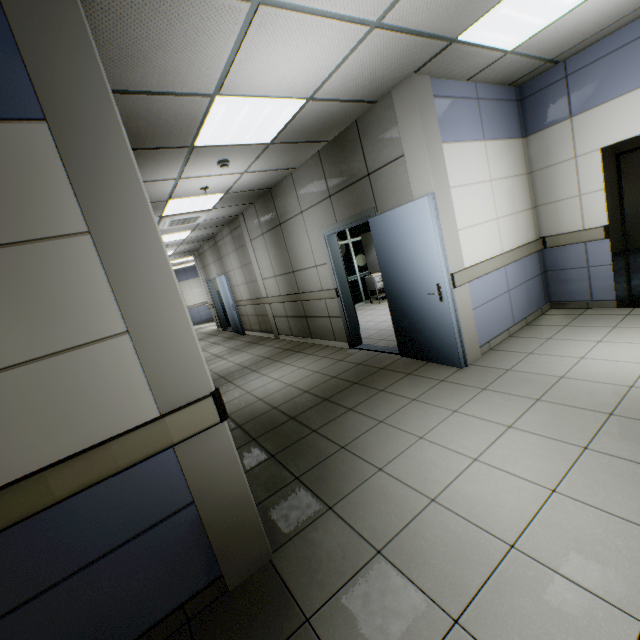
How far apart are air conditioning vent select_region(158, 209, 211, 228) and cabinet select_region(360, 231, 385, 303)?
4.6m

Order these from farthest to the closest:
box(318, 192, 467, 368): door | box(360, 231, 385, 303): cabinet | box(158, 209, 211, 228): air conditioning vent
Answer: box(360, 231, 385, 303): cabinet < box(158, 209, 211, 228): air conditioning vent < box(318, 192, 467, 368): door

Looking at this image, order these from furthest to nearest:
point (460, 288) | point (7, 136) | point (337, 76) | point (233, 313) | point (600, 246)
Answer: point (233, 313), point (600, 246), point (460, 288), point (337, 76), point (7, 136)

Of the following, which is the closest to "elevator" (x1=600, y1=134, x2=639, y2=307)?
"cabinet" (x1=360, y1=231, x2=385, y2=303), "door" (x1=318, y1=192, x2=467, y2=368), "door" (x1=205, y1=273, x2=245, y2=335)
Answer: "door" (x1=318, y1=192, x2=467, y2=368)

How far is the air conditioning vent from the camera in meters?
6.3

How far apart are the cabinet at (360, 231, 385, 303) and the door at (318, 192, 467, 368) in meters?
3.6 m

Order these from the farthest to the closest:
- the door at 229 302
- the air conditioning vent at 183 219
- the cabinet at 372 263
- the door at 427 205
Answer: the door at 229 302 < the cabinet at 372 263 < the air conditioning vent at 183 219 < the door at 427 205

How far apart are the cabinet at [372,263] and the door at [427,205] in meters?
3.6 m
